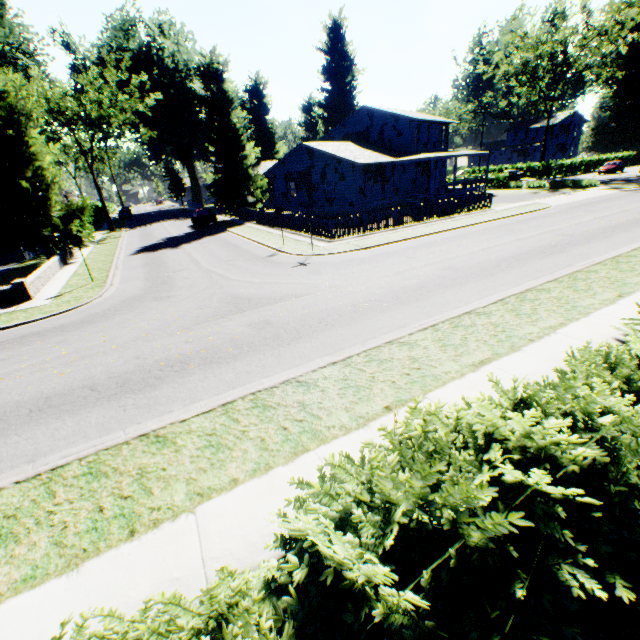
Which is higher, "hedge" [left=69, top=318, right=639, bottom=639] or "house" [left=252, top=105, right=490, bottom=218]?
"house" [left=252, top=105, right=490, bottom=218]

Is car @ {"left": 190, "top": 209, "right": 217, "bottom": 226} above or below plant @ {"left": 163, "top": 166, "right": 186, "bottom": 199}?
below

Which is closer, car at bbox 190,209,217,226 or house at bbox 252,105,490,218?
house at bbox 252,105,490,218

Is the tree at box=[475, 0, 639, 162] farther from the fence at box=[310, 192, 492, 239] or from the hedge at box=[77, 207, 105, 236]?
the hedge at box=[77, 207, 105, 236]

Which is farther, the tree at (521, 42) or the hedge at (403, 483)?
the tree at (521, 42)

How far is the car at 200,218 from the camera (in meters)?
33.56

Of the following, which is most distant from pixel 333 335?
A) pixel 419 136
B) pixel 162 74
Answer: pixel 162 74

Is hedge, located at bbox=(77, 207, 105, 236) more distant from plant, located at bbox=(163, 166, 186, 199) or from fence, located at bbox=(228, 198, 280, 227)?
fence, located at bbox=(228, 198, 280, 227)
